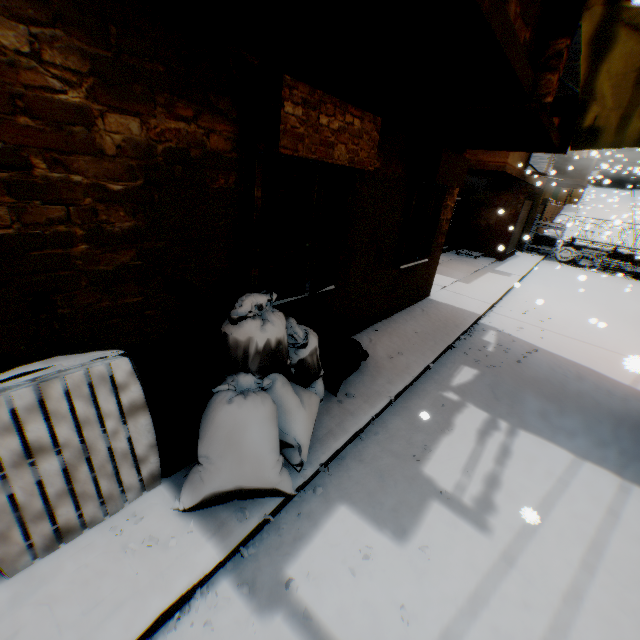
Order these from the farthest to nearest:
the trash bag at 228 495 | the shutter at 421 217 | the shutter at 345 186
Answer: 1. the shutter at 421 217
2. the shutter at 345 186
3. the trash bag at 228 495

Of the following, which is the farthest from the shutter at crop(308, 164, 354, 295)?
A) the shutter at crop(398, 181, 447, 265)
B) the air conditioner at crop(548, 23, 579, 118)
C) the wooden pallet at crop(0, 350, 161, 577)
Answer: the air conditioner at crop(548, 23, 579, 118)

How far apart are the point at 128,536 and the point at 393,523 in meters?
2.2 m

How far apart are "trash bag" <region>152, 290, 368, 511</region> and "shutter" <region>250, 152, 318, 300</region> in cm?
1

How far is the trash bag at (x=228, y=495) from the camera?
2.63m

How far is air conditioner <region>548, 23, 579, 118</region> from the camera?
4.09m

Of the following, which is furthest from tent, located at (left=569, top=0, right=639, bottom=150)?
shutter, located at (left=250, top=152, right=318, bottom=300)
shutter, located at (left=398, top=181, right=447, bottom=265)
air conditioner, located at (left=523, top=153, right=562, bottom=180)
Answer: air conditioner, located at (left=523, top=153, right=562, bottom=180)

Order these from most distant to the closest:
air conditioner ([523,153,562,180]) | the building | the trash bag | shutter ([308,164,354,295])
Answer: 1. air conditioner ([523,153,562,180])
2. shutter ([308,164,354,295])
3. the trash bag
4. the building
